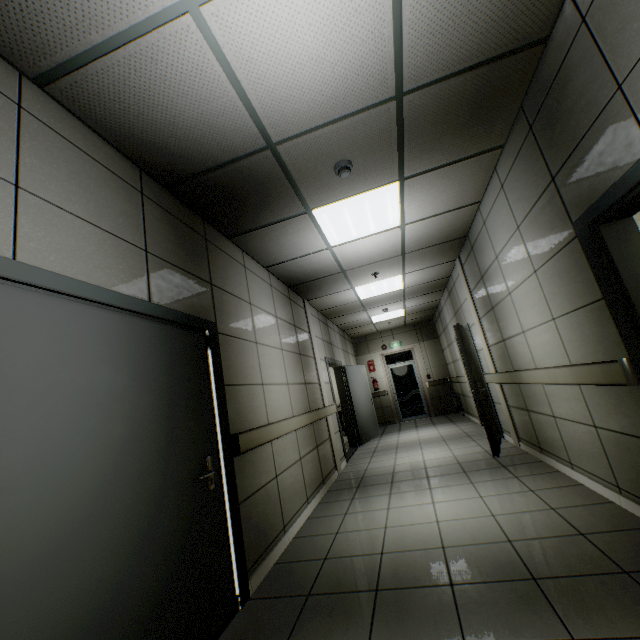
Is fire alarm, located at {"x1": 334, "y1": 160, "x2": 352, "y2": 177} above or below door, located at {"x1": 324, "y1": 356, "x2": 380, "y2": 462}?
above

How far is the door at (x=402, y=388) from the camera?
11.3m

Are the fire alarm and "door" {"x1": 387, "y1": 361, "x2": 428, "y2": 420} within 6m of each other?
no

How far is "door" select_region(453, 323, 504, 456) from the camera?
4.8 meters

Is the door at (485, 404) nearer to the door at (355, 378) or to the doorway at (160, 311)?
the door at (355, 378)

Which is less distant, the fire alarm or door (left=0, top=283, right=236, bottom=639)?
door (left=0, top=283, right=236, bottom=639)

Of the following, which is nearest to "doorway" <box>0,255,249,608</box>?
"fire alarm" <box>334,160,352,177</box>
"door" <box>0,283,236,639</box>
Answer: "door" <box>0,283,236,639</box>

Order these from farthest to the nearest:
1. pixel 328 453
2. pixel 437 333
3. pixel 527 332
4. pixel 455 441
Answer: pixel 437 333 < pixel 455 441 < pixel 328 453 < pixel 527 332
